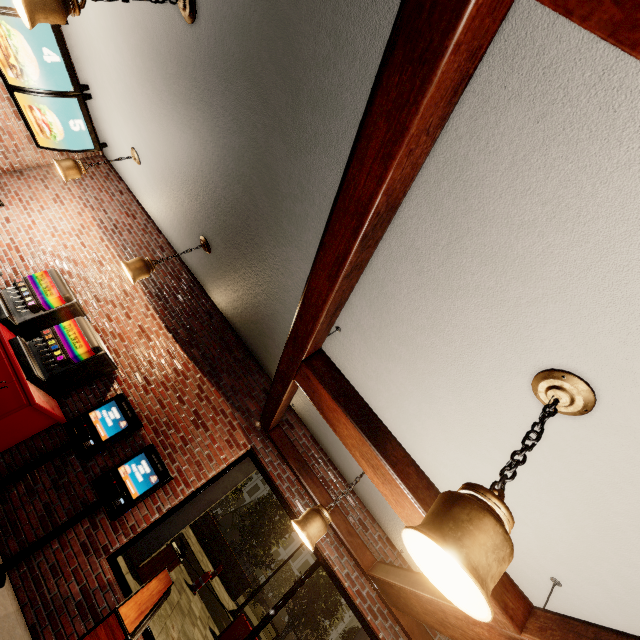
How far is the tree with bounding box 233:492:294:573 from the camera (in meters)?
23.39

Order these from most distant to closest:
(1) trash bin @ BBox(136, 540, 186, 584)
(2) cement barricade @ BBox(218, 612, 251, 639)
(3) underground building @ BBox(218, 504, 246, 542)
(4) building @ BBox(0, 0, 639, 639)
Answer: (3) underground building @ BBox(218, 504, 246, 542) < (2) cement barricade @ BBox(218, 612, 251, 639) < (1) trash bin @ BBox(136, 540, 186, 584) < (4) building @ BBox(0, 0, 639, 639)

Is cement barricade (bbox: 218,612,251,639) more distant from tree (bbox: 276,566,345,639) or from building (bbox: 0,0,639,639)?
tree (bbox: 276,566,345,639)

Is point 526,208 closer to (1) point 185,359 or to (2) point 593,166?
(2) point 593,166

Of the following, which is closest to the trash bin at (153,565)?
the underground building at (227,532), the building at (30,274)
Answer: the building at (30,274)

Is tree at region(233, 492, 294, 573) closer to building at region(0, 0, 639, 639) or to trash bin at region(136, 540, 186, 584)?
building at region(0, 0, 639, 639)

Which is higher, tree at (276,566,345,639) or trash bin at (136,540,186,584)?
tree at (276,566,345,639)

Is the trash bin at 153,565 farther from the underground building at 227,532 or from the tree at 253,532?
the underground building at 227,532
